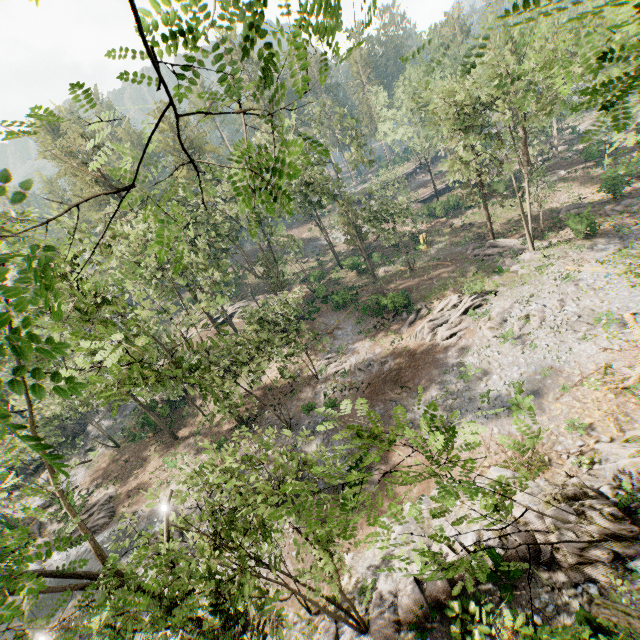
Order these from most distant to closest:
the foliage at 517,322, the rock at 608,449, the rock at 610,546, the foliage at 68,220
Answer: the foliage at 517,322, the rock at 608,449, the rock at 610,546, the foliage at 68,220

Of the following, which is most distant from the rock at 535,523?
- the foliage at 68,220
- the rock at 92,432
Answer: the rock at 92,432

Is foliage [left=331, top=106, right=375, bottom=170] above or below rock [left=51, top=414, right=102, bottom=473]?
above

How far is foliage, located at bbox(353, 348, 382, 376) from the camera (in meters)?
27.83

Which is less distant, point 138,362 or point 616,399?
point 138,362

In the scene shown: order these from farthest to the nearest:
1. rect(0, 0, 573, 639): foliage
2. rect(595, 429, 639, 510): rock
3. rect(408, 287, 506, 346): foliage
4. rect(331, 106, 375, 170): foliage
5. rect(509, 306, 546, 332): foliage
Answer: rect(331, 106, 375, 170): foliage, rect(408, 287, 506, 346): foliage, rect(509, 306, 546, 332): foliage, rect(595, 429, 639, 510): rock, rect(0, 0, 573, 639): foliage

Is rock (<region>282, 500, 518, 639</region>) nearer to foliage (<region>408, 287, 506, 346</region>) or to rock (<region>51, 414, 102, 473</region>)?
foliage (<region>408, 287, 506, 346</region>)
